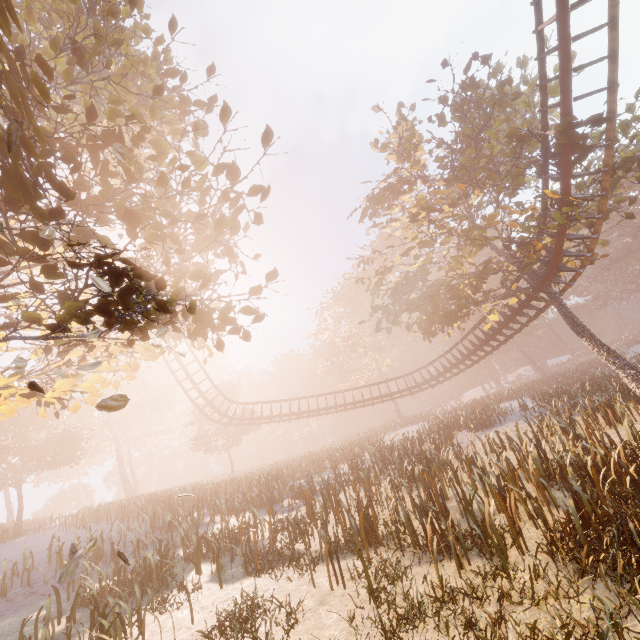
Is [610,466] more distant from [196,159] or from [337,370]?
[337,370]

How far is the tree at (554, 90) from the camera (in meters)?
15.84

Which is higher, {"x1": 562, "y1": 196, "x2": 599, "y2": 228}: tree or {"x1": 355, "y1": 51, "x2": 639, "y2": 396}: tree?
{"x1": 562, "y1": 196, "x2": 599, "y2": 228}: tree

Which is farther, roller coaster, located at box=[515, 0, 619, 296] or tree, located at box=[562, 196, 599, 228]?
tree, located at box=[562, 196, 599, 228]

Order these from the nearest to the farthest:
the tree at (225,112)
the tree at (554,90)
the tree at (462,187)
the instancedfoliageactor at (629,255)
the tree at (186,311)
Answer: the tree at (186,311) → the tree at (225,112) → the tree at (462,187) → the tree at (554,90) → the instancedfoliageactor at (629,255)

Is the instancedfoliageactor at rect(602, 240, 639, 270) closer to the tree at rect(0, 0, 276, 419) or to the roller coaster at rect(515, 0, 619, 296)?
the tree at rect(0, 0, 276, 419)

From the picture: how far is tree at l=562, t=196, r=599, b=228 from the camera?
12.5m

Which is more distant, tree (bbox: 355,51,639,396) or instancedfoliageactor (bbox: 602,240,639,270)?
instancedfoliageactor (bbox: 602,240,639,270)
